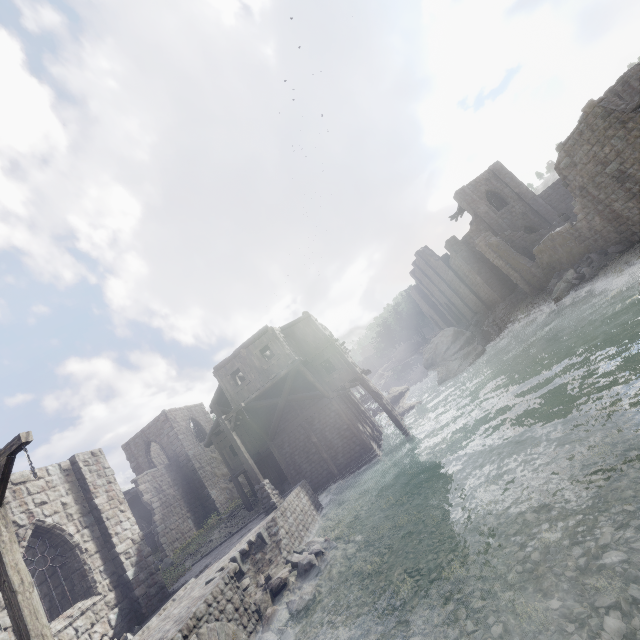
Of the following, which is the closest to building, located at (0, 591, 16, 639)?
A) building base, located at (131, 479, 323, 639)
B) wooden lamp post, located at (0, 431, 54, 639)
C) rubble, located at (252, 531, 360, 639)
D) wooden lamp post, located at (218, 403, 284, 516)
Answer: building base, located at (131, 479, 323, 639)

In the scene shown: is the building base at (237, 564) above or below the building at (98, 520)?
below

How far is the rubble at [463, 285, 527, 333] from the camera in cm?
3250

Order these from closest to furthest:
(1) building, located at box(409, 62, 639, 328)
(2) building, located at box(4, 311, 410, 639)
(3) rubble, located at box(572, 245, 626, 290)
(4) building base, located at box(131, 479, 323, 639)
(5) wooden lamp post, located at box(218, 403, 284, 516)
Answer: (4) building base, located at box(131, 479, 323, 639), (2) building, located at box(4, 311, 410, 639), (5) wooden lamp post, located at box(218, 403, 284, 516), (1) building, located at box(409, 62, 639, 328), (3) rubble, located at box(572, 245, 626, 290)

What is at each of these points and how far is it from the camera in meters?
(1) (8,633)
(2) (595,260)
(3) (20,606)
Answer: (1) building, 8.8
(2) rubble, 20.8
(3) wooden lamp post, 5.4

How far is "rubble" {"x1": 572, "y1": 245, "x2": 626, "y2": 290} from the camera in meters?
19.8

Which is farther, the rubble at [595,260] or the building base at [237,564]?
the rubble at [595,260]

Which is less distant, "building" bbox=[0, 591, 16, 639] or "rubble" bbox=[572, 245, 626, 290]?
"building" bbox=[0, 591, 16, 639]
